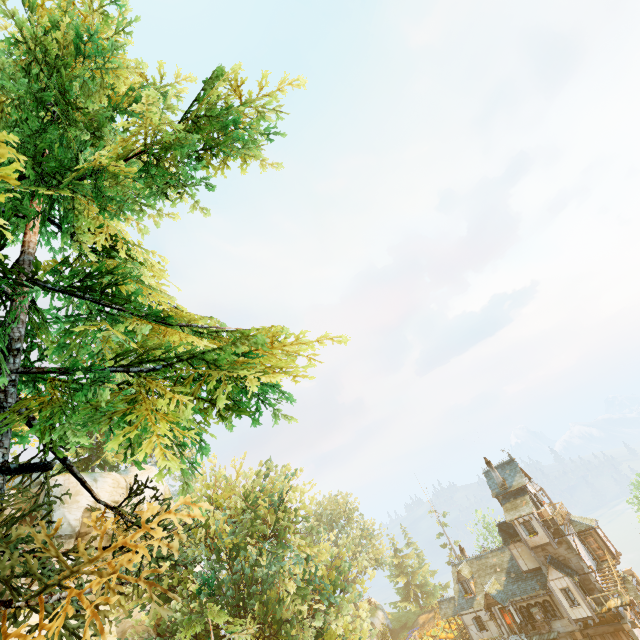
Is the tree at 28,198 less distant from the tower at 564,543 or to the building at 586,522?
the building at 586,522

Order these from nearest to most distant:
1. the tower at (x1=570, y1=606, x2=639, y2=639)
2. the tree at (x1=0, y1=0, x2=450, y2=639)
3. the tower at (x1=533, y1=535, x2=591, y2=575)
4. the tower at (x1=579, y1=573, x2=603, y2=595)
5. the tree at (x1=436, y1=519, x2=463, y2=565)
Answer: the tree at (x1=0, y1=0, x2=450, y2=639) < the tower at (x1=570, y1=606, x2=639, y2=639) < the tower at (x1=579, y1=573, x2=603, y2=595) < the tower at (x1=533, y1=535, x2=591, y2=575) < the tree at (x1=436, y1=519, x2=463, y2=565)

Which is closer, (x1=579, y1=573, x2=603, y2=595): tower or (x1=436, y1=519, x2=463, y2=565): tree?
(x1=579, y1=573, x2=603, y2=595): tower

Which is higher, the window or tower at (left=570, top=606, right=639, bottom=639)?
the window

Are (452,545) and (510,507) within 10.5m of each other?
no

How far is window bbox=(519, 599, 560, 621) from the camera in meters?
30.7

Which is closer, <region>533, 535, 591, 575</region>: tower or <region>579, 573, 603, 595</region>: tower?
<region>579, 573, 603, 595</region>: tower

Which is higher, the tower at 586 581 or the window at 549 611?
the tower at 586 581
